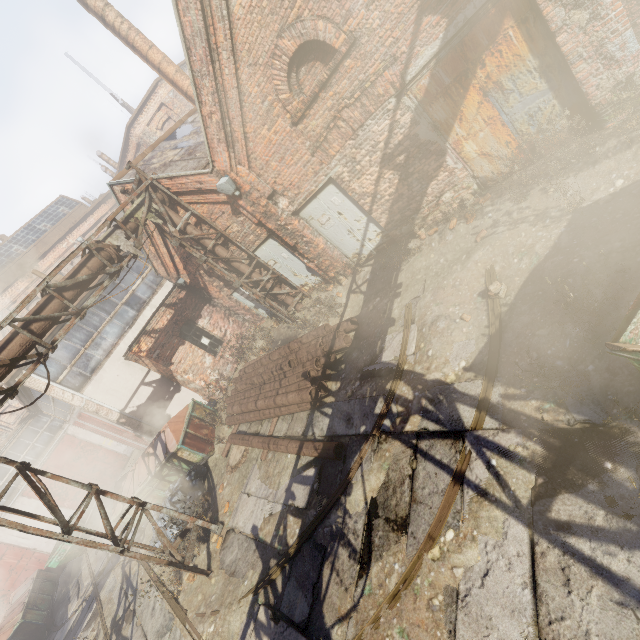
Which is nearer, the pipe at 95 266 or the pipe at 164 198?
the pipe at 95 266

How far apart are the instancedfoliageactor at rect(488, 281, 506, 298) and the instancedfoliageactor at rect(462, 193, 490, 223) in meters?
2.1

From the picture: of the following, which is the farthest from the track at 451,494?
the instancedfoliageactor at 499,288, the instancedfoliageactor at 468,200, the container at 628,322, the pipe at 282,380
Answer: the instancedfoliageactor at 468,200

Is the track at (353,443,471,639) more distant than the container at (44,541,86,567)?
No

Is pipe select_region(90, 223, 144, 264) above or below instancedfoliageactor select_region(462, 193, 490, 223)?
above

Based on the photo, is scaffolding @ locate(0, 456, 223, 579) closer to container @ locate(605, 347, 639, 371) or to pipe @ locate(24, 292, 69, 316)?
pipe @ locate(24, 292, 69, 316)

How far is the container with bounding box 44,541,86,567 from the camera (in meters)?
16.33

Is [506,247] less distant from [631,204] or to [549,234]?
[549,234]
